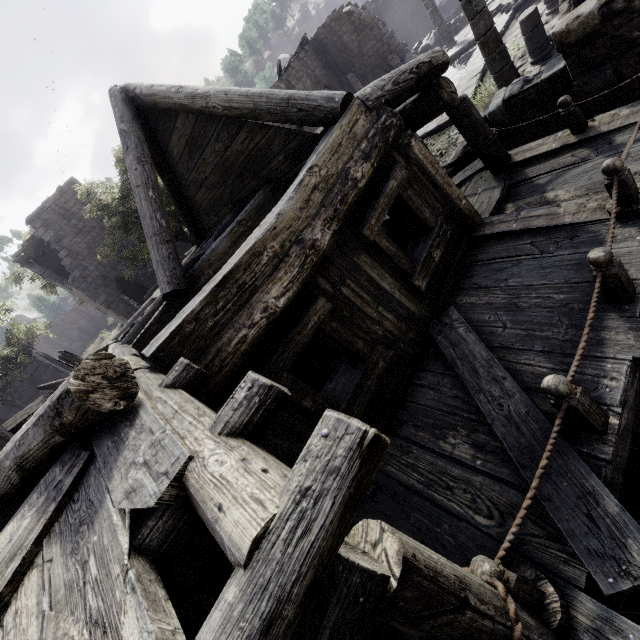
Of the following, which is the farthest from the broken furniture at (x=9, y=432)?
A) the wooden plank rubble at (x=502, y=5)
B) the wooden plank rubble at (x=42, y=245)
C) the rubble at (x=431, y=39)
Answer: the rubble at (x=431, y=39)

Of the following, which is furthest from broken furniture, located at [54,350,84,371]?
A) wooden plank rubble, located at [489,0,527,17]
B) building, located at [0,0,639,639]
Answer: wooden plank rubble, located at [489,0,527,17]

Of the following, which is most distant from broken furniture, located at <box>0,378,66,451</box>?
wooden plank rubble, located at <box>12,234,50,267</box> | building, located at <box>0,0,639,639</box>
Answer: wooden plank rubble, located at <box>12,234,50,267</box>

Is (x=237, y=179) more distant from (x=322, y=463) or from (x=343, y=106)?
(x=322, y=463)

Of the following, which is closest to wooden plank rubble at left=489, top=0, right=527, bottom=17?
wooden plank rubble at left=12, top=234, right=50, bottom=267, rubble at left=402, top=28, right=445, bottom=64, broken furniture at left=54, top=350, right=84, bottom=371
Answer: rubble at left=402, top=28, right=445, bottom=64

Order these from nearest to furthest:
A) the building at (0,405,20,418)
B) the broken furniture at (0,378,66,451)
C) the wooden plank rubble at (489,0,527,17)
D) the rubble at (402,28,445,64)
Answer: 1. the broken furniture at (0,378,66,451)
2. the wooden plank rubble at (489,0,527,17)
3. the building at (0,405,20,418)
4. the rubble at (402,28,445,64)

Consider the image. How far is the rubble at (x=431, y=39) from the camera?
22.27m

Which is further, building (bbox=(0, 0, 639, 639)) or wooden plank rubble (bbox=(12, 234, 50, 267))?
wooden plank rubble (bbox=(12, 234, 50, 267))
